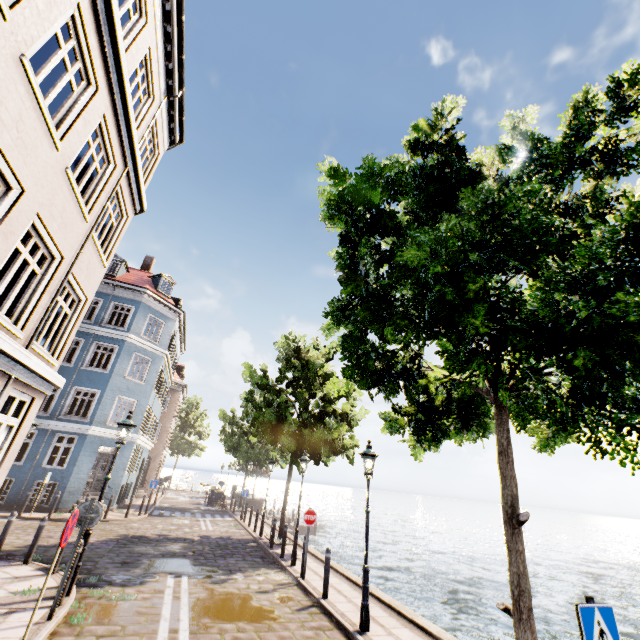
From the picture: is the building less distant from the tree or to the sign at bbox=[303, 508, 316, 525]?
the tree

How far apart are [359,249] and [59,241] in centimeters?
623cm

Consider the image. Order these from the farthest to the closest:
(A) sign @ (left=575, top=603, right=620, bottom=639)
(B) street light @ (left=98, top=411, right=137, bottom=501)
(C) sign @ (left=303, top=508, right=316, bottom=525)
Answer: (C) sign @ (left=303, top=508, right=316, bottom=525), (B) street light @ (left=98, top=411, right=137, bottom=501), (A) sign @ (left=575, top=603, right=620, bottom=639)

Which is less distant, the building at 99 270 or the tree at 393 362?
the tree at 393 362

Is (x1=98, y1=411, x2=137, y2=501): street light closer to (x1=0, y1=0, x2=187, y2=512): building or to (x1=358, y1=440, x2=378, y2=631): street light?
(x1=0, y1=0, x2=187, y2=512): building

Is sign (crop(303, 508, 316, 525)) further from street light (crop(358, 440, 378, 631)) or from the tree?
the tree

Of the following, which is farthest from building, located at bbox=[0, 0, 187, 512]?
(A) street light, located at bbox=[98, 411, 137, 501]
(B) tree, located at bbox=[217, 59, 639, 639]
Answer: (B) tree, located at bbox=[217, 59, 639, 639]

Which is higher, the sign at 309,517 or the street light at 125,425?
the street light at 125,425
